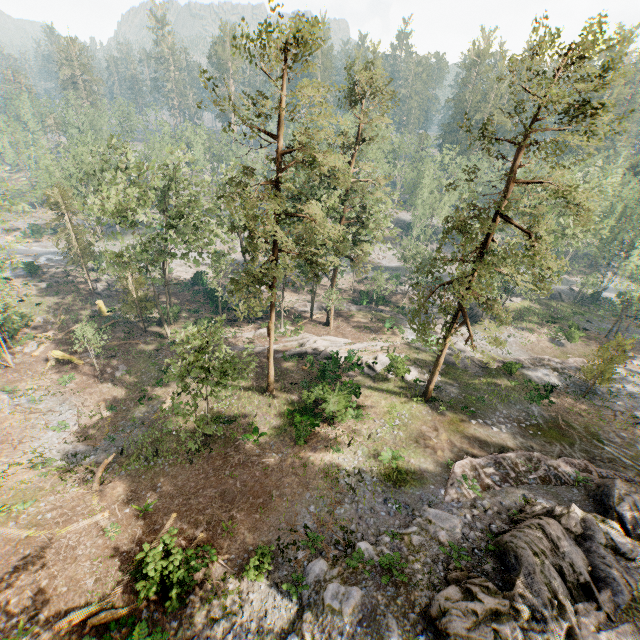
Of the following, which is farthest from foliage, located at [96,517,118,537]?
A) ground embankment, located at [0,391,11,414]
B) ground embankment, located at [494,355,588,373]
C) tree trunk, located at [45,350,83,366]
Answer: tree trunk, located at [45,350,83,366]

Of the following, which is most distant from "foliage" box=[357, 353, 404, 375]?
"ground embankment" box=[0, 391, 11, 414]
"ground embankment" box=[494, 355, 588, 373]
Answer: "ground embankment" box=[0, 391, 11, 414]

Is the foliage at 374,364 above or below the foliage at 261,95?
below

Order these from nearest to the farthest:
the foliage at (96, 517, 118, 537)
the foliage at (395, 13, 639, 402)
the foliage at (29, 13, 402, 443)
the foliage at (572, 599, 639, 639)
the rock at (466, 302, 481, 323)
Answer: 1. the foliage at (572, 599, 639, 639)
2. the foliage at (395, 13, 639, 402)
3. the foliage at (96, 517, 118, 537)
4. the foliage at (29, 13, 402, 443)
5. the rock at (466, 302, 481, 323)

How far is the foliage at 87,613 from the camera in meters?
12.7 m

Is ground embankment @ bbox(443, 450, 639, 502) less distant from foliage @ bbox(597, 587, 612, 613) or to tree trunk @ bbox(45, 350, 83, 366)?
foliage @ bbox(597, 587, 612, 613)

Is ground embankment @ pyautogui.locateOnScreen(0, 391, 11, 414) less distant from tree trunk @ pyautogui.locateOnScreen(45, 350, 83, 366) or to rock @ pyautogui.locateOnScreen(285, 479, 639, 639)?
tree trunk @ pyautogui.locateOnScreen(45, 350, 83, 366)

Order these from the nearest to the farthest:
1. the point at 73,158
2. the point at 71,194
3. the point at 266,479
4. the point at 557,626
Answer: the point at 557,626, the point at 266,479, the point at 71,194, the point at 73,158
